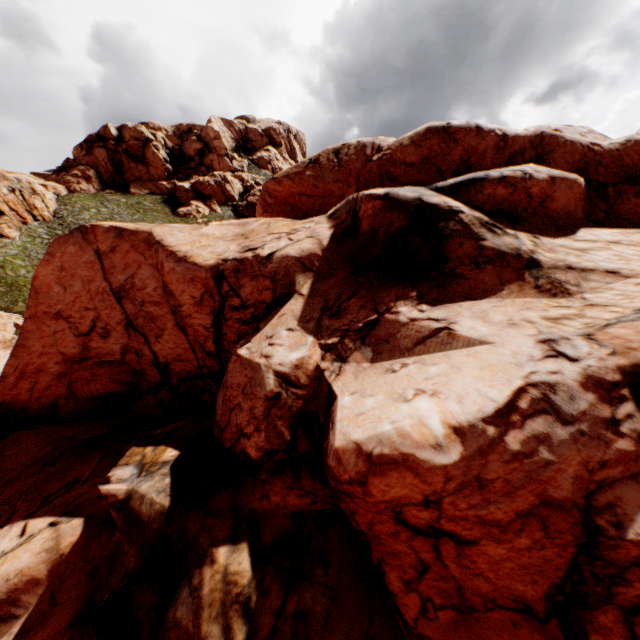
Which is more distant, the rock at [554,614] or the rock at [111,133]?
the rock at [111,133]

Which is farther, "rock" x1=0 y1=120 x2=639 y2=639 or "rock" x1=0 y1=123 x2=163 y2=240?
"rock" x1=0 y1=123 x2=163 y2=240

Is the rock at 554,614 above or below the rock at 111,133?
below

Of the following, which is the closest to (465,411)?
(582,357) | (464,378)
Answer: (464,378)

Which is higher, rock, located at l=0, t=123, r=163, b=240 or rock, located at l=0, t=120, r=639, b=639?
rock, located at l=0, t=123, r=163, b=240
